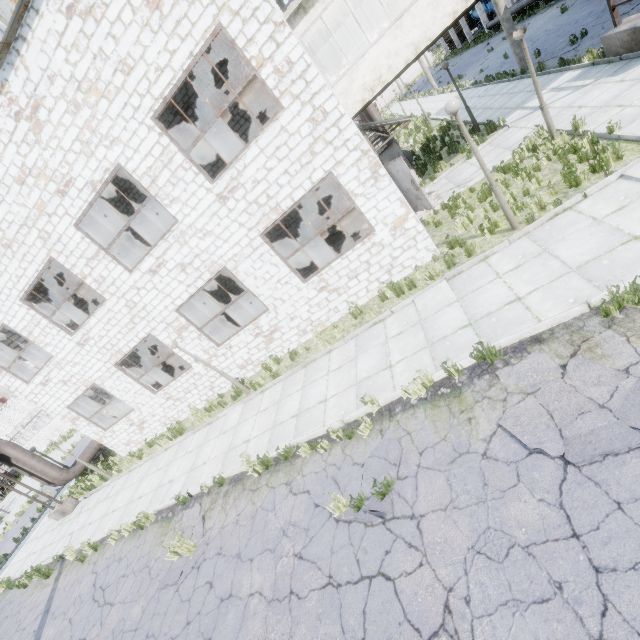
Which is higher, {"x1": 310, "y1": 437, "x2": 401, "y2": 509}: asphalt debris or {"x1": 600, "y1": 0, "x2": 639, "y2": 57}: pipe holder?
{"x1": 600, "y1": 0, "x2": 639, "y2": 57}: pipe holder

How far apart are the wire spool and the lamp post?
13.66m

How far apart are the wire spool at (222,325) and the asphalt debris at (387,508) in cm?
1232

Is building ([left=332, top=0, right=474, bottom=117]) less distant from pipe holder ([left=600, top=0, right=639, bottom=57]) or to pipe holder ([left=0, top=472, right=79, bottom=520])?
pipe holder ([left=600, top=0, right=639, bottom=57])

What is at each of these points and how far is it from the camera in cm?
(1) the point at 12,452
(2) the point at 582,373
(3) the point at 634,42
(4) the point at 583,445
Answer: (1) pipe, 1609
(2) asphalt debris, 454
(3) pipe holder, 1000
(4) asphalt debris, 395

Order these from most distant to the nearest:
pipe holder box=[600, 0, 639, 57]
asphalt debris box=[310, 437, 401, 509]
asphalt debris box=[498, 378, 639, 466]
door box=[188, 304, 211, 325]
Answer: door box=[188, 304, 211, 325]
pipe holder box=[600, 0, 639, 57]
asphalt debris box=[310, 437, 401, 509]
asphalt debris box=[498, 378, 639, 466]

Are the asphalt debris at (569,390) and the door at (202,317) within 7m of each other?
no

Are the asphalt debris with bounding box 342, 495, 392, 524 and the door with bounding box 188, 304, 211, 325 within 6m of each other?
no
